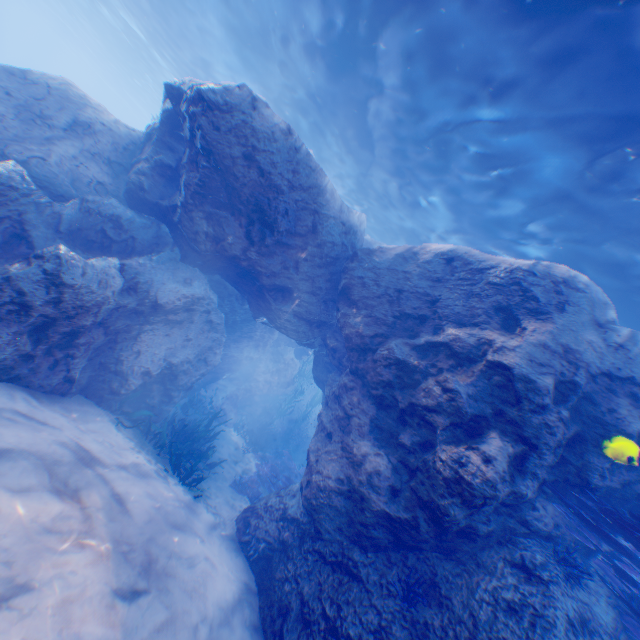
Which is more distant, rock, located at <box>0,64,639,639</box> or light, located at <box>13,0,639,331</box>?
light, located at <box>13,0,639,331</box>

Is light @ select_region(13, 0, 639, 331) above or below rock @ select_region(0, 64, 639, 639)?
above

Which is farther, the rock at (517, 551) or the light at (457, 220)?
the light at (457, 220)

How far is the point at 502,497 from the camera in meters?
4.9 m

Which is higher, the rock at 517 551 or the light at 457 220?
the light at 457 220
